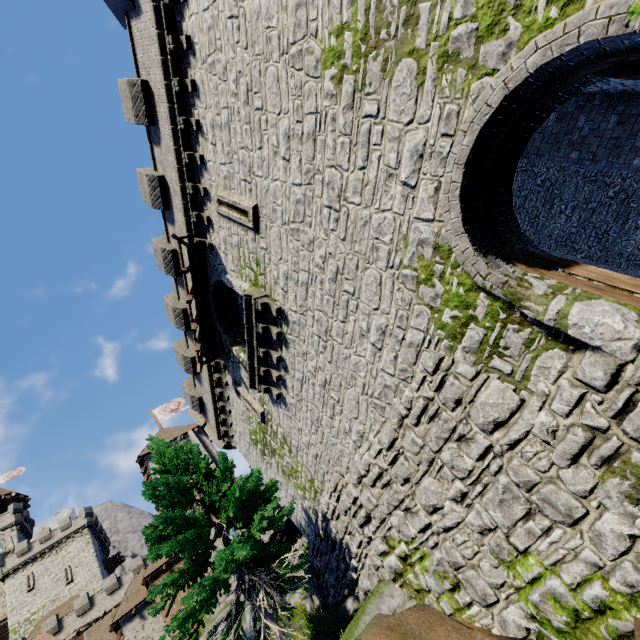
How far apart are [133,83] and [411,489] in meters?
15.2 m

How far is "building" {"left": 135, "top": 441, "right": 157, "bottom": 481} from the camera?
31.41m

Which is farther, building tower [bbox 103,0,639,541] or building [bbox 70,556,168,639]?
building [bbox 70,556,168,639]

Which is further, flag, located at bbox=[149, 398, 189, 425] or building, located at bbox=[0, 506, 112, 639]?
building, located at bbox=[0, 506, 112, 639]

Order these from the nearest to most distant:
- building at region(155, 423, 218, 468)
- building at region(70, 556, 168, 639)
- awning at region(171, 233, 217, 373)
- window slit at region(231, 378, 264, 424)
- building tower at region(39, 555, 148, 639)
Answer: awning at region(171, 233, 217, 373), window slit at region(231, 378, 264, 424), building at region(70, 556, 168, 639), building at region(155, 423, 218, 468), building tower at region(39, 555, 148, 639)

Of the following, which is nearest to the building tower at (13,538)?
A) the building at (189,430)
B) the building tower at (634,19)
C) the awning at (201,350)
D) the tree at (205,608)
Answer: the building at (189,430)

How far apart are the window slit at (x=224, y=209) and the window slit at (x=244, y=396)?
7.4m

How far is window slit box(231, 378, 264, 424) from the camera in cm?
1377
